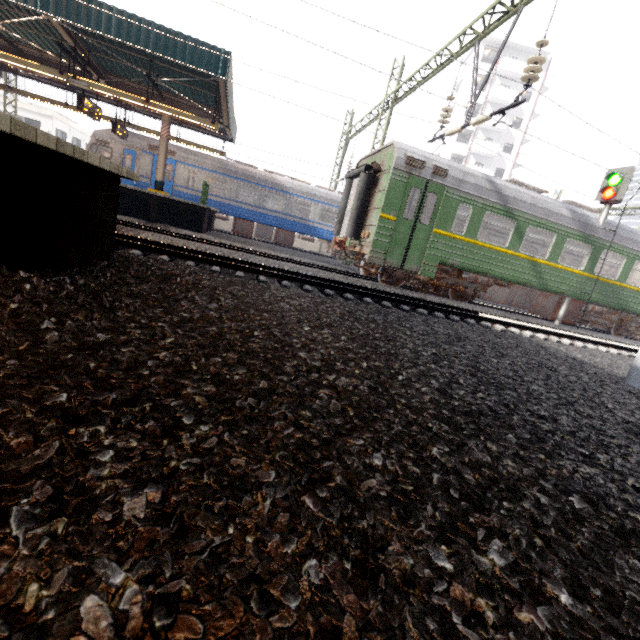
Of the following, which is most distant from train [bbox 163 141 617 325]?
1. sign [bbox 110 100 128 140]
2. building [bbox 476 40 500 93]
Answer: building [bbox 476 40 500 93]

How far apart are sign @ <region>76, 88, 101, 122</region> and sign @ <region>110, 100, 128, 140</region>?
1.6 meters

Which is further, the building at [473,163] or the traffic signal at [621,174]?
the building at [473,163]

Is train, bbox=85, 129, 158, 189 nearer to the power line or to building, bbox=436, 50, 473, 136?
the power line

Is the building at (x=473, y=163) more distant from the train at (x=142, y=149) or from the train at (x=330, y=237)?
the train at (x=330, y=237)

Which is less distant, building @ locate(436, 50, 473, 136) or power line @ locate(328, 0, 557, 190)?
power line @ locate(328, 0, 557, 190)

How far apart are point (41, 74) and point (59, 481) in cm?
1591

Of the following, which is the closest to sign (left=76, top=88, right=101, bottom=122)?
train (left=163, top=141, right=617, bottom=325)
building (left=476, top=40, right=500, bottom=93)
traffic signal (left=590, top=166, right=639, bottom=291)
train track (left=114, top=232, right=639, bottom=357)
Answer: train track (left=114, top=232, right=639, bottom=357)
